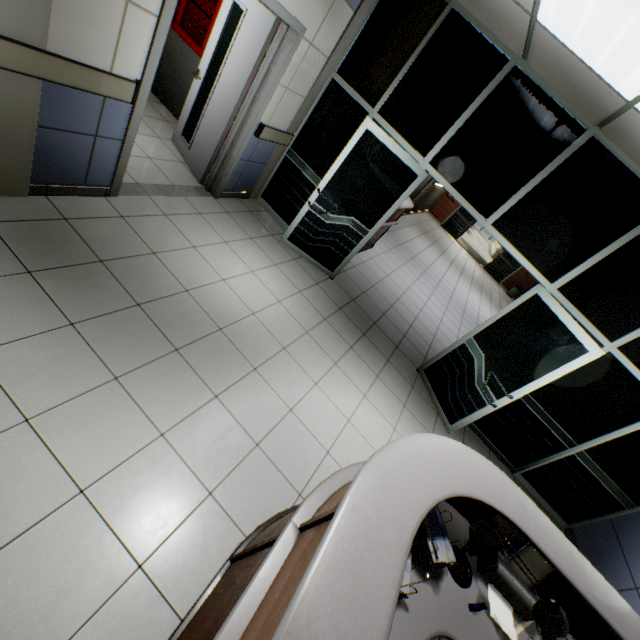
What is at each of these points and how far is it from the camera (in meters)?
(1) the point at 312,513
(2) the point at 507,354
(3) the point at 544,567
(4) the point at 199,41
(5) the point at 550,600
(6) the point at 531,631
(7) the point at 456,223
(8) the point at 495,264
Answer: (1) desk, 1.58
(2) doorway, 3.95
(3) printer, 2.00
(4) cabinet, 4.66
(5) lamp, 1.52
(6) desk, 1.97
(7) door, 15.89
(8) door, 15.69

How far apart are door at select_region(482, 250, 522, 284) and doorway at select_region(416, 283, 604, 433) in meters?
13.0 m

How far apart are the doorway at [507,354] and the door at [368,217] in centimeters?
192cm

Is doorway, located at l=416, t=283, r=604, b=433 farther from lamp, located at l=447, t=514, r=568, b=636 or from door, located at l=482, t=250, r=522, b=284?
door, located at l=482, t=250, r=522, b=284

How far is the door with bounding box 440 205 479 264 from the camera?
15.5m

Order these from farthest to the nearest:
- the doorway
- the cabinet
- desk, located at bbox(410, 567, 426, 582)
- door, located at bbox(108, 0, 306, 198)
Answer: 1. the cabinet
2. the doorway
3. door, located at bbox(108, 0, 306, 198)
4. desk, located at bbox(410, 567, 426, 582)

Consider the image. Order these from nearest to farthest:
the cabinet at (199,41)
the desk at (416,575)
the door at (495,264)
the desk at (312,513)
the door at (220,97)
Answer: the desk at (312,513) < the desk at (416,575) < the door at (220,97) < the cabinet at (199,41) < the door at (495,264)

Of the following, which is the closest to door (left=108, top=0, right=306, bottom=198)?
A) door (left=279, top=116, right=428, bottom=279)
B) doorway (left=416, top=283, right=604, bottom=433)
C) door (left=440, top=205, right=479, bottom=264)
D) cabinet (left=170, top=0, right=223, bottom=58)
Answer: cabinet (left=170, top=0, right=223, bottom=58)
